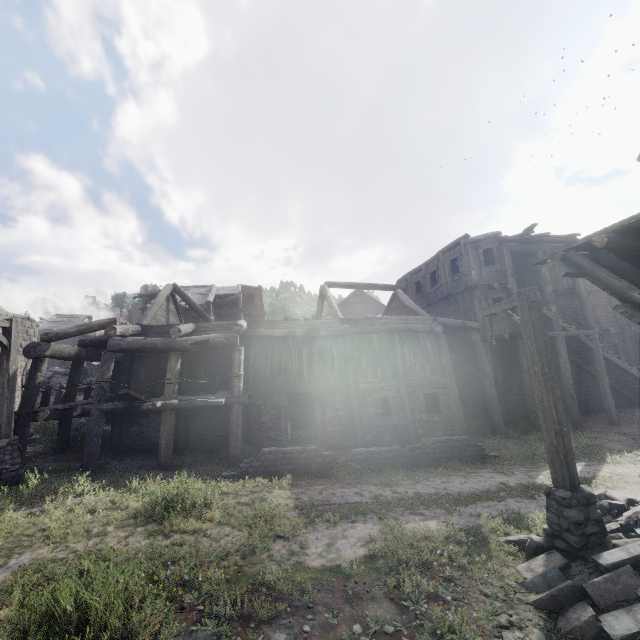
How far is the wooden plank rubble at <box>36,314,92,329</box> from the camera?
44.94m

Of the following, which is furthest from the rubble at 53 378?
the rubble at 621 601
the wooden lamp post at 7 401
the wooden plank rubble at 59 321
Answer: the rubble at 621 601

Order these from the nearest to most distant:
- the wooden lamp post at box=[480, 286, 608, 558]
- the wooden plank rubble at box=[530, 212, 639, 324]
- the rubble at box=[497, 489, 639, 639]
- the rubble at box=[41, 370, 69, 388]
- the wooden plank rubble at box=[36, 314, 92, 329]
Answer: the rubble at box=[497, 489, 639, 639] < the wooden lamp post at box=[480, 286, 608, 558] < the wooden plank rubble at box=[530, 212, 639, 324] < the rubble at box=[41, 370, 69, 388] < the wooden plank rubble at box=[36, 314, 92, 329]

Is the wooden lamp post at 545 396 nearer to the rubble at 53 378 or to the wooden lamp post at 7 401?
the wooden lamp post at 7 401

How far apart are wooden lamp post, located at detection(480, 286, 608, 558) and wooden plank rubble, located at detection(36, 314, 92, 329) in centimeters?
5396cm

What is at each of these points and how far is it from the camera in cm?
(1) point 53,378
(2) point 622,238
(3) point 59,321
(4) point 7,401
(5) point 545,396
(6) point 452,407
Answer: (1) rubble, 2439
(2) wooden plank rubble, 621
(3) wooden plank rubble, 4669
(4) wooden lamp post, 950
(5) wooden lamp post, 571
(6) building, 1515

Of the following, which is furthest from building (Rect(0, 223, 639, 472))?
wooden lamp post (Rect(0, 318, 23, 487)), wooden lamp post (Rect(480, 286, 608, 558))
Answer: wooden lamp post (Rect(480, 286, 608, 558))

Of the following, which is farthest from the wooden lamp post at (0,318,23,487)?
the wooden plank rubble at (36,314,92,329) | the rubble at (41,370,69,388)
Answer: the wooden plank rubble at (36,314,92,329)
